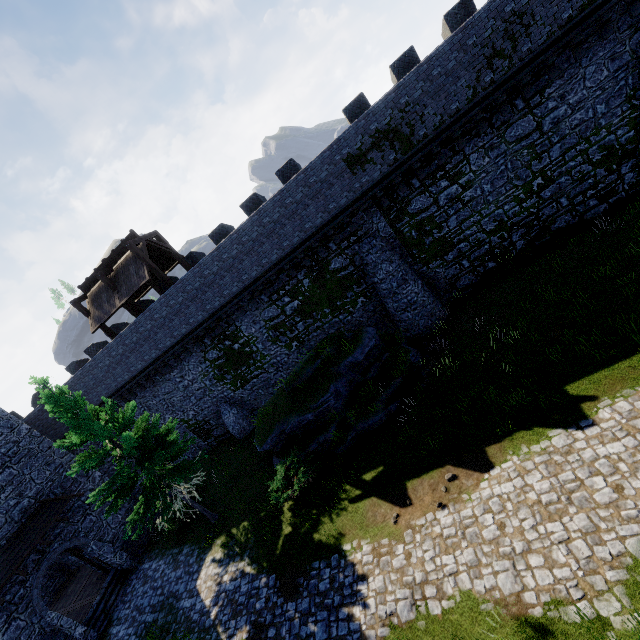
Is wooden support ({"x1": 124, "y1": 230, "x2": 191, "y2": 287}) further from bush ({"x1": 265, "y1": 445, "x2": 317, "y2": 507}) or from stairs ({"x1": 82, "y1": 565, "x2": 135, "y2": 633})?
stairs ({"x1": 82, "y1": 565, "x2": 135, "y2": 633})

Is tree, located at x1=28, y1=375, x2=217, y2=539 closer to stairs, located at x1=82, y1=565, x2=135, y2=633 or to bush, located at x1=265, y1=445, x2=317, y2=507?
bush, located at x1=265, y1=445, x2=317, y2=507

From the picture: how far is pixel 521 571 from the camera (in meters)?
7.41

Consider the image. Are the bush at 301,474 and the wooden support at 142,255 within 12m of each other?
yes

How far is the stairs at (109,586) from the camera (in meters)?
16.64

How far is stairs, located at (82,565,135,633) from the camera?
16.6 meters

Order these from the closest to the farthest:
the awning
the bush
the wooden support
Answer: the bush
the awning
the wooden support

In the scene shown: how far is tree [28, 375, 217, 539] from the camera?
13.26m
